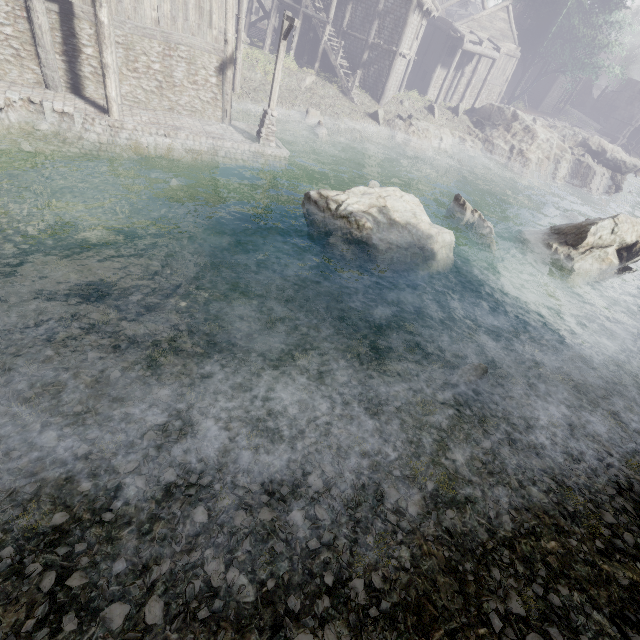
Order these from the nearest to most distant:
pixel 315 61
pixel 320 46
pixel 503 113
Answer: pixel 320 46
pixel 315 61
pixel 503 113

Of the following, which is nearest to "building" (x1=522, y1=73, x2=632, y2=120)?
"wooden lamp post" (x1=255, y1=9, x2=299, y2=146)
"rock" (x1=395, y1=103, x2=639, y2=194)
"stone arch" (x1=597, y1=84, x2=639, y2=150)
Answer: "rock" (x1=395, y1=103, x2=639, y2=194)

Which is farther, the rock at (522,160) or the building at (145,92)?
the rock at (522,160)

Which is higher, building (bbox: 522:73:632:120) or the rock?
building (bbox: 522:73:632:120)

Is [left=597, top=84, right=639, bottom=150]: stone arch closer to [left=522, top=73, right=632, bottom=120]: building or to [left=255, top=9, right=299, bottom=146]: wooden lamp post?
[left=522, top=73, right=632, bottom=120]: building

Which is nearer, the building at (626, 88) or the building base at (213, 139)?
the building base at (213, 139)

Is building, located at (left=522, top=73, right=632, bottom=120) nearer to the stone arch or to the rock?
the rock
